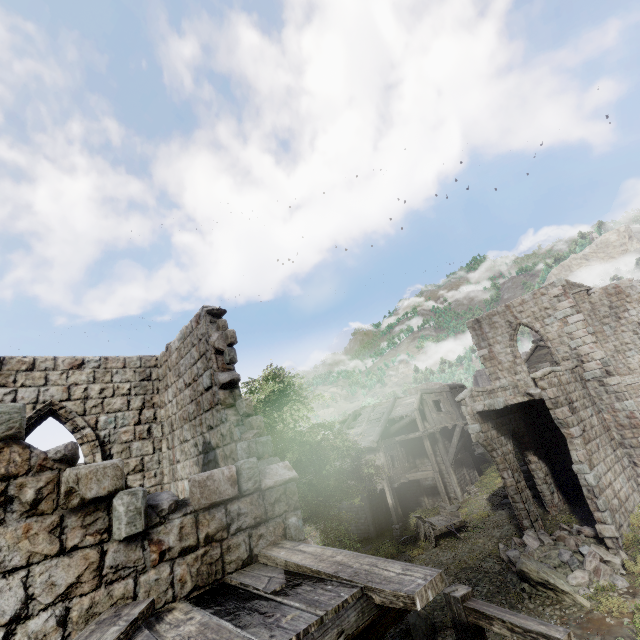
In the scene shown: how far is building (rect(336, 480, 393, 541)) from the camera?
22.7m

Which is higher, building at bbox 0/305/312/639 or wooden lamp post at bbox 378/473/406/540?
building at bbox 0/305/312/639

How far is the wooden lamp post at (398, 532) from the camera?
20.3m

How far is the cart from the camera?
17.3 meters

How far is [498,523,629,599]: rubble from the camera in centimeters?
1039cm

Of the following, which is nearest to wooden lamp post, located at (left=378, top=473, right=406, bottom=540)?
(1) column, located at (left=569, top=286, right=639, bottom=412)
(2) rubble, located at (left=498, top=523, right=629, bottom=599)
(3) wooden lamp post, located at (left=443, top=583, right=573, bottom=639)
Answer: (2) rubble, located at (left=498, top=523, right=629, bottom=599)

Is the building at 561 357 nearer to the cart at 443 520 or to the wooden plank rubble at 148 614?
the wooden plank rubble at 148 614

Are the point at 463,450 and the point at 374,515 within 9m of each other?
no
